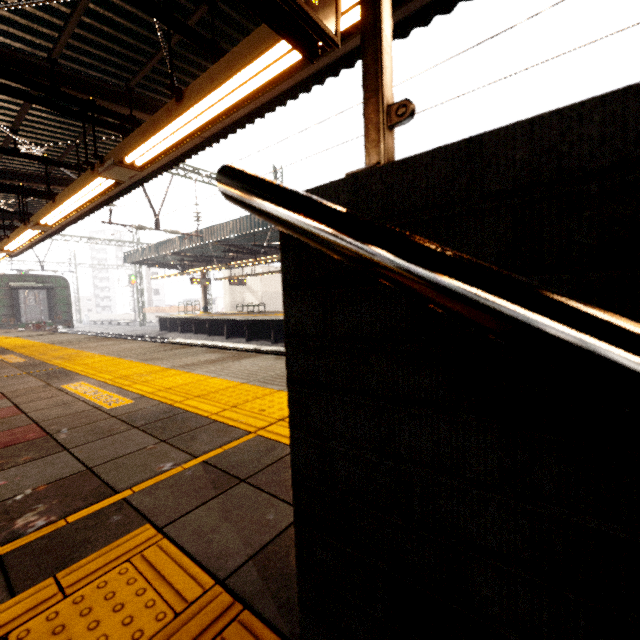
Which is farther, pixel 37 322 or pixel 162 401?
pixel 37 322

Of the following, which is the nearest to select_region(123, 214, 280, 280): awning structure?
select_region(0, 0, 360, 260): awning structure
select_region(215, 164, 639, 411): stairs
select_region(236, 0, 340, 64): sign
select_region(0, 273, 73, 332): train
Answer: select_region(0, 273, 73, 332): train

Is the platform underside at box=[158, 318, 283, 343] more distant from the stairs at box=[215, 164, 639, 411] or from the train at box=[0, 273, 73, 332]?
the train at box=[0, 273, 73, 332]

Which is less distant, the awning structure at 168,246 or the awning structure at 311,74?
the awning structure at 311,74

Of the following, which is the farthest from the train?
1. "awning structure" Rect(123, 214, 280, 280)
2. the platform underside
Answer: the platform underside

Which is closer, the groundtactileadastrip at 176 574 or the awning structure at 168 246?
the groundtactileadastrip at 176 574

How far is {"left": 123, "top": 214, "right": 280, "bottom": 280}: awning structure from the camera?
15.4 meters

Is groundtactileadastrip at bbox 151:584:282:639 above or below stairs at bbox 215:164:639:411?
below
